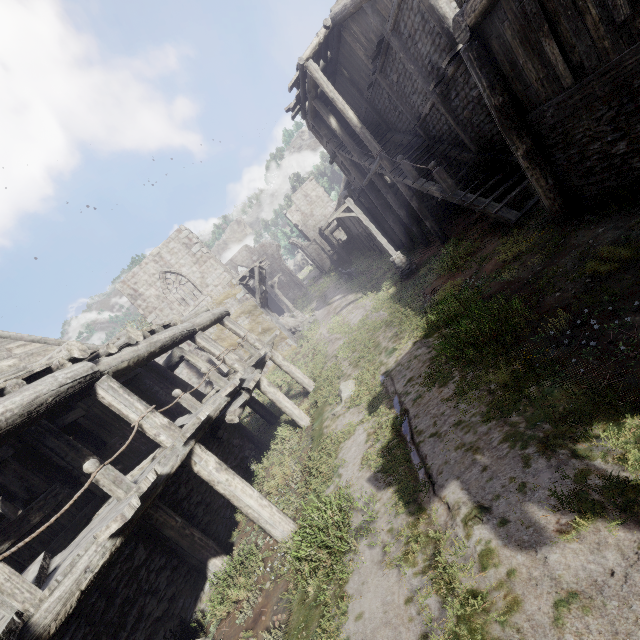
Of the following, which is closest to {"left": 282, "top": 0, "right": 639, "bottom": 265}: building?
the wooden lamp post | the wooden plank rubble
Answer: the wooden plank rubble

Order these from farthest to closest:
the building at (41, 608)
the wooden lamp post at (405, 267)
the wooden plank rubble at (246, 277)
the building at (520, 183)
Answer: the wooden plank rubble at (246, 277), the wooden lamp post at (405, 267), the building at (520, 183), the building at (41, 608)

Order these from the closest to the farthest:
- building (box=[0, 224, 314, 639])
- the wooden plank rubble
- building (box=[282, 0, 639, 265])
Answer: building (box=[0, 224, 314, 639])
building (box=[282, 0, 639, 265])
the wooden plank rubble

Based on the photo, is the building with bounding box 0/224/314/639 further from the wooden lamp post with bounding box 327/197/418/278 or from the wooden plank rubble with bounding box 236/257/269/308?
the wooden lamp post with bounding box 327/197/418/278

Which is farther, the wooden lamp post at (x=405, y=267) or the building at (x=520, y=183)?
the wooden lamp post at (x=405, y=267)

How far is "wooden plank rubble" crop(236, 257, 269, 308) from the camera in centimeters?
2233cm

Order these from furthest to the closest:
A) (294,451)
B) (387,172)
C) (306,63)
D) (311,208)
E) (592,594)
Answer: (311,208)
(387,172)
(306,63)
(294,451)
(592,594)

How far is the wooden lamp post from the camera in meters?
15.5 m
